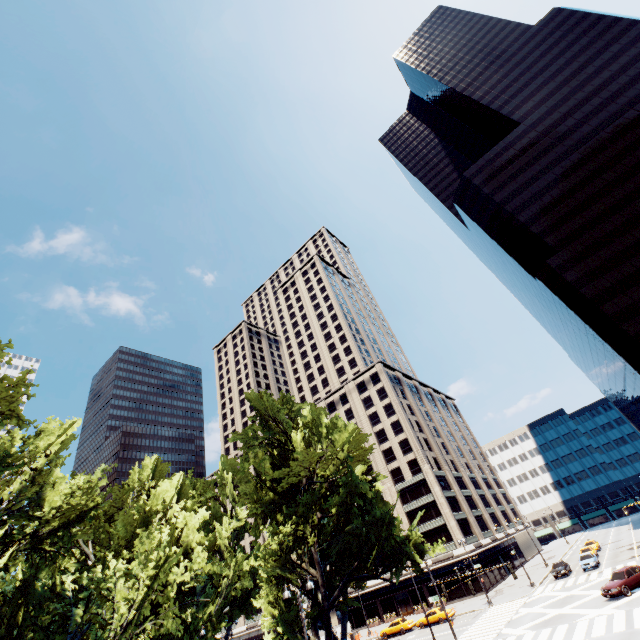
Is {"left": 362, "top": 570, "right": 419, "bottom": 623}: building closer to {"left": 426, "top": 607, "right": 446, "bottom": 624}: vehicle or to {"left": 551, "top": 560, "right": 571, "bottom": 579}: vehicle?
{"left": 551, "top": 560, "right": 571, "bottom": 579}: vehicle

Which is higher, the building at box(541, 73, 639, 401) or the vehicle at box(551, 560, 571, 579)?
the building at box(541, 73, 639, 401)

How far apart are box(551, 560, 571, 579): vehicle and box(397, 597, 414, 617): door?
24.4 meters

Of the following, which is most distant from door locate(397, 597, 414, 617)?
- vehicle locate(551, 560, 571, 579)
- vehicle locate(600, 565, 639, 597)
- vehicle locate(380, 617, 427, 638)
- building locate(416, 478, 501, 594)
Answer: vehicle locate(600, 565, 639, 597)

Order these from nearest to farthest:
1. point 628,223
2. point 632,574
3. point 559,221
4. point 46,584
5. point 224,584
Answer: point 46,584 < point 632,574 < point 224,584 < point 628,223 < point 559,221

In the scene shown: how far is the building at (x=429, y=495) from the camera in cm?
5259

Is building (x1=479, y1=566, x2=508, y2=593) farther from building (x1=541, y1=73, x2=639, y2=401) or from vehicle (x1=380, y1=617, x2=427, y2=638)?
building (x1=541, y1=73, x2=639, y2=401)

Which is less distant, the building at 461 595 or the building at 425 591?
the building at 461 595
